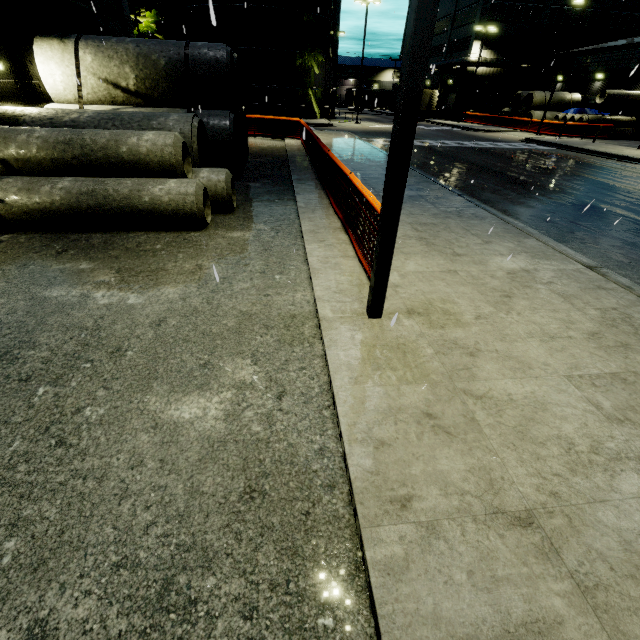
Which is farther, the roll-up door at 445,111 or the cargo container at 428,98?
the roll-up door at 445,111

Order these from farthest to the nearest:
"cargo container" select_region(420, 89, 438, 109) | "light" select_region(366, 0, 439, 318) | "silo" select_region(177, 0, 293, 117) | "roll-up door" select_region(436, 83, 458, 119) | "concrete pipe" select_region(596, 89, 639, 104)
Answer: "roll-up door" select_region(436, 83, 458, 119) < "cargo container" select_region(420, 89, 438, 109) < "silo" select_region(177, 0, 293, 117) < "concrete pipe" select_region(596, 89, 639, 104) < "light" select_region(366, 0, 439, 318)

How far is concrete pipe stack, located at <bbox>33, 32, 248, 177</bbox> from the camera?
9.52m

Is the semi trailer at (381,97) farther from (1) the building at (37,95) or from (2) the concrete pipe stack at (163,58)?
(2) the concrete pipe stack at (163,58)

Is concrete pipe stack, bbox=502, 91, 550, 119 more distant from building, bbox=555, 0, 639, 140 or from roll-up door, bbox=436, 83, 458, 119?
roll-up door, bbox=436, 83, 458, 119

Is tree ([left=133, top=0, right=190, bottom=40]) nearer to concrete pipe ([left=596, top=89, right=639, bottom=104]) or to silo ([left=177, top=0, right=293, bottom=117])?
silo ([left=177, top=0, right=293, bottom=117])

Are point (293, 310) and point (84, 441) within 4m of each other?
yes

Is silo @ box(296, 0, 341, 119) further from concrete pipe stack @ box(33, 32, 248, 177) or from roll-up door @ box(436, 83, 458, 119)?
roll-up door @ box(436, 83, 458, 119)
